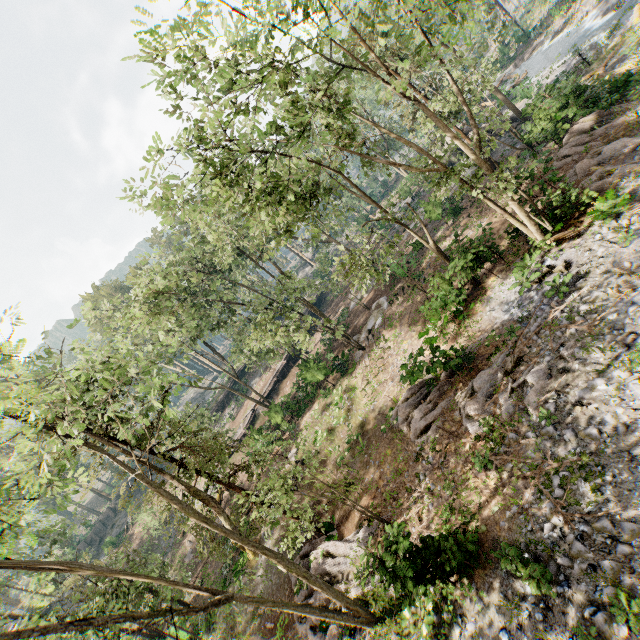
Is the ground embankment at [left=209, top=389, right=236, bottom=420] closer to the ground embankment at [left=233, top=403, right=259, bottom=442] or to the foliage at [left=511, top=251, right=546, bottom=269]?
the foliage at [left=511, top=251, right=546, bottom=269]

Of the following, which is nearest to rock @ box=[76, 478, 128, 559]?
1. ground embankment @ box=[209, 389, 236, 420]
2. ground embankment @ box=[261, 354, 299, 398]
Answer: ground embankment @ box=[209, 389, 236, 420]

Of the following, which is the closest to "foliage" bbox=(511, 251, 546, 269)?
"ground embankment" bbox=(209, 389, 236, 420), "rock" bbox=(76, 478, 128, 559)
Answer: "rock" bbox=(76, 478, 128, 559)

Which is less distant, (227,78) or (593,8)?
(227,78)

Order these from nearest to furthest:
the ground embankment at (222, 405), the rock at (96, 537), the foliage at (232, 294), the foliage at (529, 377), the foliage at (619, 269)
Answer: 1. the foliage at (232, 294)
2. the foliage at (619, 269)
3. the foliage at (529, 377)
4. the ground embankment at (222, 405)
5. the rock at (96, 537)

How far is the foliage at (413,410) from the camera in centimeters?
1509cm

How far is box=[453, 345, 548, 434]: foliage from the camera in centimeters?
1182cm
